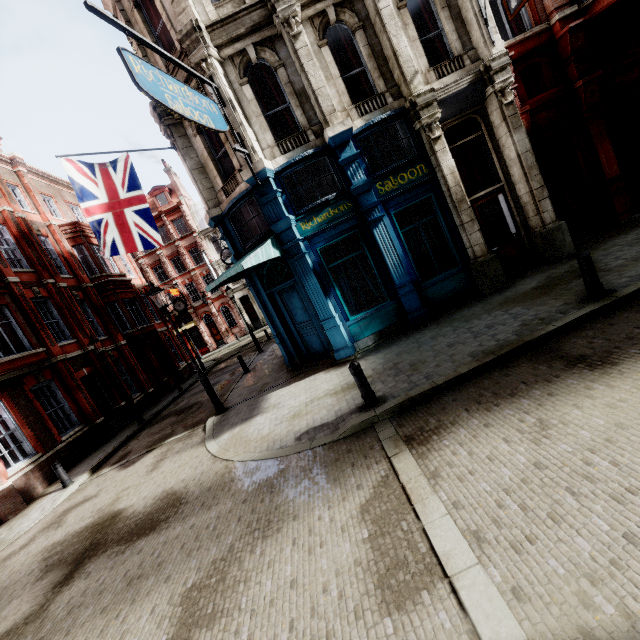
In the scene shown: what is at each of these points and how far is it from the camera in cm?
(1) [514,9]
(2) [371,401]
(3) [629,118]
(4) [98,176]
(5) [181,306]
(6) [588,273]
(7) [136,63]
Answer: (1) sign, 798
(2) post, 630
(3) sign, 1018
(4) flag, 992
(5) clock, 2712
(6) post, 628
(7) sign, 595

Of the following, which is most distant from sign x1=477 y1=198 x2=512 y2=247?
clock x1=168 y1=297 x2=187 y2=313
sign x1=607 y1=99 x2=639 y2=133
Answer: clock x1=168 y1=297 x2=187 y2=313

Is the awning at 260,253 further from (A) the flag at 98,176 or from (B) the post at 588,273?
(B) the post at 588,273

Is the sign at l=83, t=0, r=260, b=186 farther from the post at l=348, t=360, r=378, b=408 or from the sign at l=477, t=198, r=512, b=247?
the post at l=348, t=360, r=378, b=408

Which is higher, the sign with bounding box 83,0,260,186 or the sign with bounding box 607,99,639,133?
the sign with bounding box 83,0,260,186

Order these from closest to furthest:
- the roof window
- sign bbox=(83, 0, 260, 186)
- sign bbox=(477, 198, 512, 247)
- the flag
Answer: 1. sign bbox=(83, 0, 260, 186)
2. the flag
3. sign bbox=(477, 198, 512, 247)
4. the roof window

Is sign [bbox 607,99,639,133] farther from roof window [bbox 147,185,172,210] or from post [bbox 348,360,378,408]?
roof window [bbox 147,185,172,210]

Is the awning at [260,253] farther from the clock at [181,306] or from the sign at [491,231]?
the clock at [181,306]
